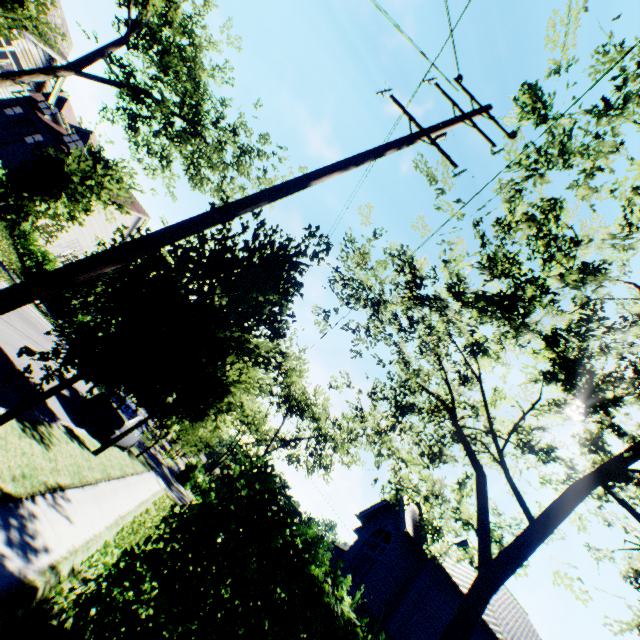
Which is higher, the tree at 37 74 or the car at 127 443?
the tree at 37 74

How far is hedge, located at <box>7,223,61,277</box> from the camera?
24.0 meters

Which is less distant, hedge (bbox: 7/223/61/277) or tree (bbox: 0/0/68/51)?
tree (bbox: 0/0/68/51)

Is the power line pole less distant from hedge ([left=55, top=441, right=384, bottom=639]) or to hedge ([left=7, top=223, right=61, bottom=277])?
hedge ([left=55, top=441, right=384, bottom=639])

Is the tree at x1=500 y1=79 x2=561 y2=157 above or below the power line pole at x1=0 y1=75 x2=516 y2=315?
above

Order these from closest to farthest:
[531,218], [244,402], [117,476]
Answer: [531,218] → [117,476] → [244,402]

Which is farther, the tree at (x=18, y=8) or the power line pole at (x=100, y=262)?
the tree at (x=18, y=8)

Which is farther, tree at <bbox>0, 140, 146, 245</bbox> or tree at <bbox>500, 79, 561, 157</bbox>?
tree at <bbox>0, 140, 146, 245</bbox>
